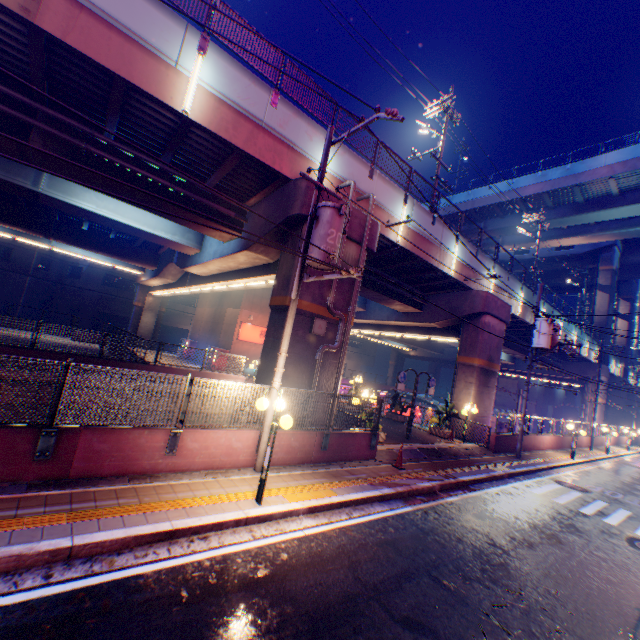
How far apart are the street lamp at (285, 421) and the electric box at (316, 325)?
4.10m

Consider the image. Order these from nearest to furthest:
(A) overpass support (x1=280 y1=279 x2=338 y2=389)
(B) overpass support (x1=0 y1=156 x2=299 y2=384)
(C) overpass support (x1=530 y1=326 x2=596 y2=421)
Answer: (A) overpass support (x1=280 y1=279 x2=338 y2=389) < (B) overpass support (x1=0 y1=156 x2=299 y2=384) < (C) overpass support (x1=530 y1=326 x2=596 y2=421)

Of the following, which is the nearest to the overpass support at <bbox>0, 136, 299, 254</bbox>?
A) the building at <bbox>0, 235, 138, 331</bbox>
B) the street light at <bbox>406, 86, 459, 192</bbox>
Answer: Result: the street light at <bbox>406, 86, 459, 192</bbox>

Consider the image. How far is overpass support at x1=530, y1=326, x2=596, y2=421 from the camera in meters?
36.5

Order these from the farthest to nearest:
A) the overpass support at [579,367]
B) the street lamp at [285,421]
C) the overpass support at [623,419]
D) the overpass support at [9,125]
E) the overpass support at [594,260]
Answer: the overpass support at [594,260] → the overpass support at [623,419] → the overpass support at [579,367] → the overpass support at [9,125] → the street lamp at [285,421]

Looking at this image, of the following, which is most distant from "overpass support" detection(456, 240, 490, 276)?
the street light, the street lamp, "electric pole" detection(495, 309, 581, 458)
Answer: the street lamp

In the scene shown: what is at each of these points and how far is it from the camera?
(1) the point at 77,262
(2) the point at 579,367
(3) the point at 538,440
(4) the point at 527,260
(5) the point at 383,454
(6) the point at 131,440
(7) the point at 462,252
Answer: (1) building, 41.6 meters
(2) overpass support, 40.6 meters
(3) concrete block, 21.8 meters
(4) overpass support, 48.8 meters
(5) concrete curb, 12.2 meters
(6) concrete block, 6.8 meters
(7) overpass support, 19.1 meters

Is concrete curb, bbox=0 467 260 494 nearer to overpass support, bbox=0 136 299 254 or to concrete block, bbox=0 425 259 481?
concrete block, bbox=0 425 259 481
